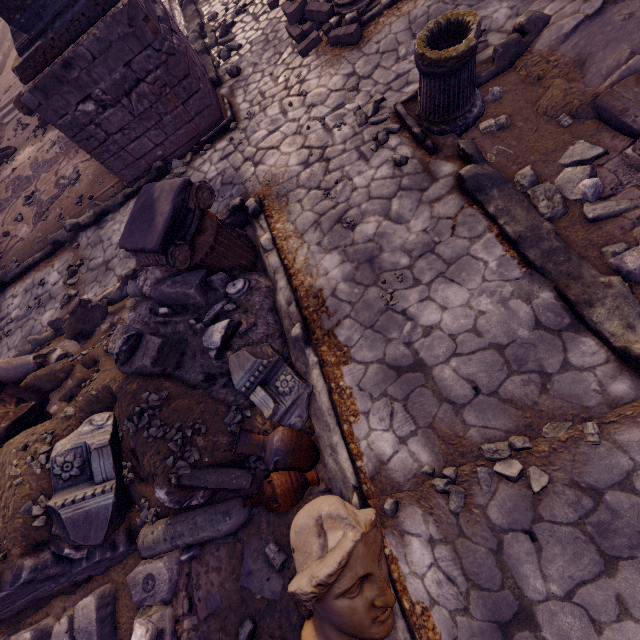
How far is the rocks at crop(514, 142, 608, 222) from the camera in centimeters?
306cm

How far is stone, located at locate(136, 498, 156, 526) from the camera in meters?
3.3 m

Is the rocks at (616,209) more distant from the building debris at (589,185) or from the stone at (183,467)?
the stone at (183,467)

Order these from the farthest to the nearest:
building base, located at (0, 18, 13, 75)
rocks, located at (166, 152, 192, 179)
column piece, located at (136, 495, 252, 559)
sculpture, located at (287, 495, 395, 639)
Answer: building base, located at (0, 18, 13, 75) < rocks, located at (166, 152, 192, 179) < column piece, located at (136, 495, 252, 559) < sculpture, located at (287, 495, 395, 639)

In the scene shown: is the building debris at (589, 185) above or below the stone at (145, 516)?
below

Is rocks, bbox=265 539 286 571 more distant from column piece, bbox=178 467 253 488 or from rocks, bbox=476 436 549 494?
rocks, bbox=476 436 549 494

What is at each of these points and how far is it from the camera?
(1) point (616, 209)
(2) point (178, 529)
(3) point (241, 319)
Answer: (1) rocks, 2.9m
(2) column piece, 3.1m
(3) debris pile, 3.6m
